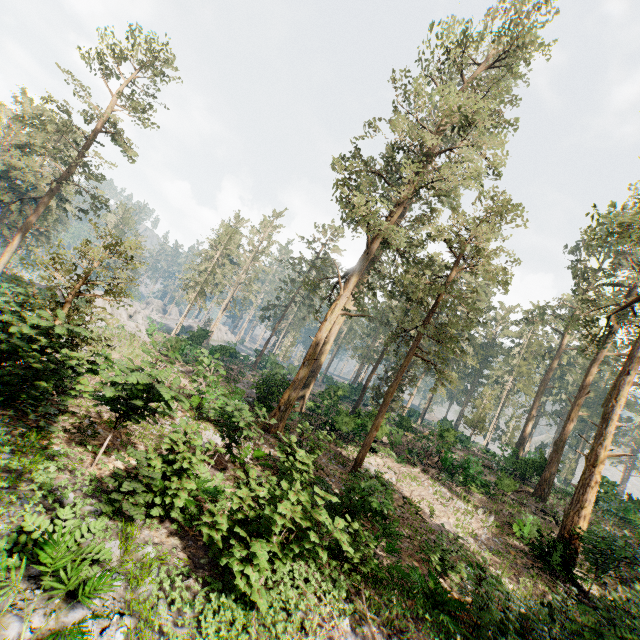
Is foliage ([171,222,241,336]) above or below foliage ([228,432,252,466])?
above

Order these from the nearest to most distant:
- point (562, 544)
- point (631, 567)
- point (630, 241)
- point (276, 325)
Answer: point (631, 567) < point (562, 544) < point (630, 241) < point (276, 325)

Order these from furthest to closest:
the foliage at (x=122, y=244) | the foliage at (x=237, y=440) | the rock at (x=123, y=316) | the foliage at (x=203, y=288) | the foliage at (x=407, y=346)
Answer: the rock at (x=123, y=316), the foliage at (x=203, y=288), the foliage at (x=407, y=346), the foliage at (x=237, y=440), the foliage at (x=122, y=244)

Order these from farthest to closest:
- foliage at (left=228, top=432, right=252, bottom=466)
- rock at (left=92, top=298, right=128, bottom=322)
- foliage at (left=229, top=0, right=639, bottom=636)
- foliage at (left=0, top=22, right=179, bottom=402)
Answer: rock at (left=92, top=298, right=128, bottom=322)
foliage at (left=229, top=0, right=639, bottom=636)
foliage at (left=228, top=432, right=252, bottom=466)
foliage at (left=0, top=22, right=179, bottom=402)

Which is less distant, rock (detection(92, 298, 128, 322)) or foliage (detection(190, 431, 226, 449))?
foliage (detection(190, 431, 226, 449))

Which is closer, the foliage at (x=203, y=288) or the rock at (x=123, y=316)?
the foliage at (x=203, y=288)

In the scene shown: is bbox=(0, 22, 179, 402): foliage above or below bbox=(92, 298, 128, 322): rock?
above
